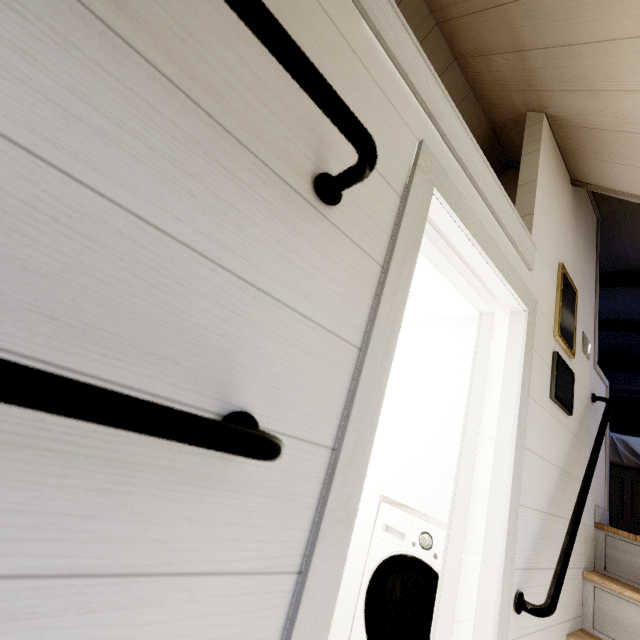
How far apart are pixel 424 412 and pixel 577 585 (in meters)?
1.12
